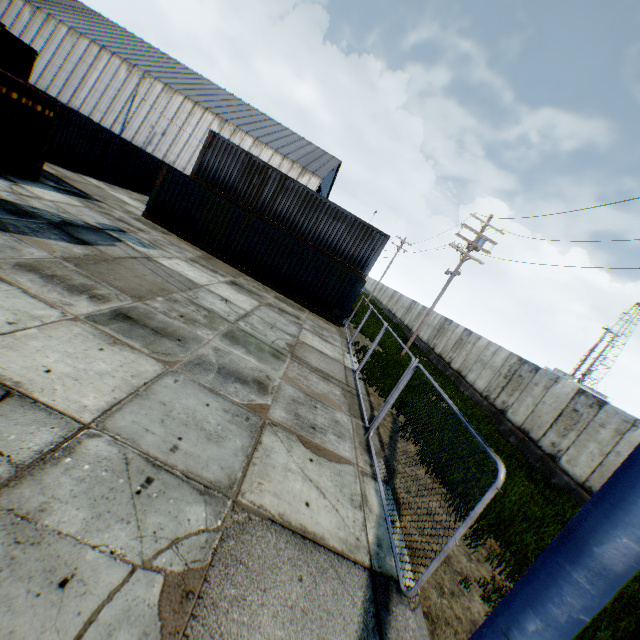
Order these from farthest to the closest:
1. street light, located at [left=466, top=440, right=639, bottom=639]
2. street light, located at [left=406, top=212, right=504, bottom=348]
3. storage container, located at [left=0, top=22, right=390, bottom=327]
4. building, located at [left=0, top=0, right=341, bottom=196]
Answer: building, located at [left=0, top=0, right=341, bottom=196]
street light, located at [left=406, top=212, right=504, bottom=348]
storage container, located at [left=0, top=22, right=390, bottom=327]
street light, located at [left=466, top=440, right=639, bottom=639]

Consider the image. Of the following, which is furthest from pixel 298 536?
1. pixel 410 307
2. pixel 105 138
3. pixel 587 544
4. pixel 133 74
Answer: pixel 133 74

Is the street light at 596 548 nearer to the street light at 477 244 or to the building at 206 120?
the street light at 477 244

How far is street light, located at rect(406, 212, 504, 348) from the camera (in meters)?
18.41

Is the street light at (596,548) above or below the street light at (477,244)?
below

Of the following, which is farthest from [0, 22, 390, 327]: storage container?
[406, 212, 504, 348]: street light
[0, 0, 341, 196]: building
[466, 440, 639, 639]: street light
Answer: [0, 0, 341, 196]: building

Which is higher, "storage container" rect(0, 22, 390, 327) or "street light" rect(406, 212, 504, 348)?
"street light" rect(406, 212, 504, 348)

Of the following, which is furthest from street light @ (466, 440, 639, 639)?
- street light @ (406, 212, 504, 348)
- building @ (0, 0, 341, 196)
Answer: building @ (0, 0, 341, 196)
